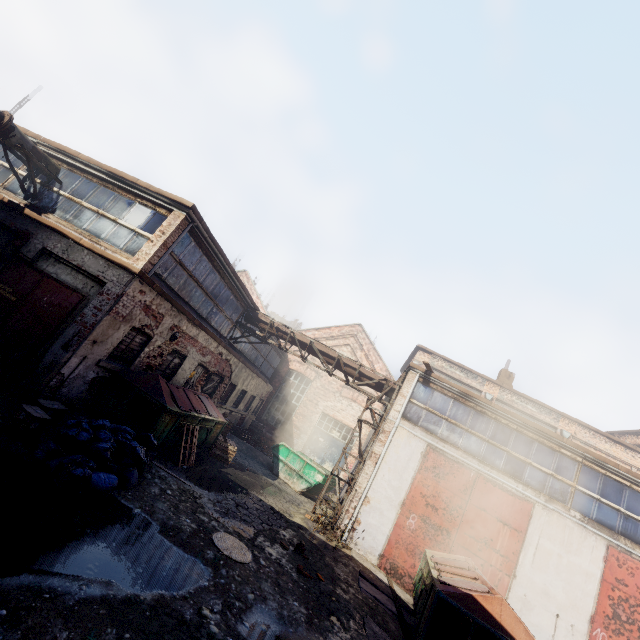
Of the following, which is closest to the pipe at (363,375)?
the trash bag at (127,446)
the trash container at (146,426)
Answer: the trash container at (146,426)

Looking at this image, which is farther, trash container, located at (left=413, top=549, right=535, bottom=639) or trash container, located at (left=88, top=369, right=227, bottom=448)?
trash container, located at (left=88, top=369, right=227, bottom=448)

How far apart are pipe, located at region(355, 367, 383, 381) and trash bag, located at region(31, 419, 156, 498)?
7.8m

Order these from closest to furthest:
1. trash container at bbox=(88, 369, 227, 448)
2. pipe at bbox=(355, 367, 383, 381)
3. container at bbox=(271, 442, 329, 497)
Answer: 1. trash container at bbox=(88, 369, 227, 448)
2. pipe at bbox=(355, 367, 383, 381)
3. container at bbox=(271, 442, 329, 497)

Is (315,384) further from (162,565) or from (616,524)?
(162,565)

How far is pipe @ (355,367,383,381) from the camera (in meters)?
13.70

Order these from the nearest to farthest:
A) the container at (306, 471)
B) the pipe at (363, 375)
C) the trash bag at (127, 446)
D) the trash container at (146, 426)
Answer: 1. the trash bag at (127, 446)
2. the trash container at (146, 426)
3. the pipe at (363, 375)
4. the container at (306, 471)
